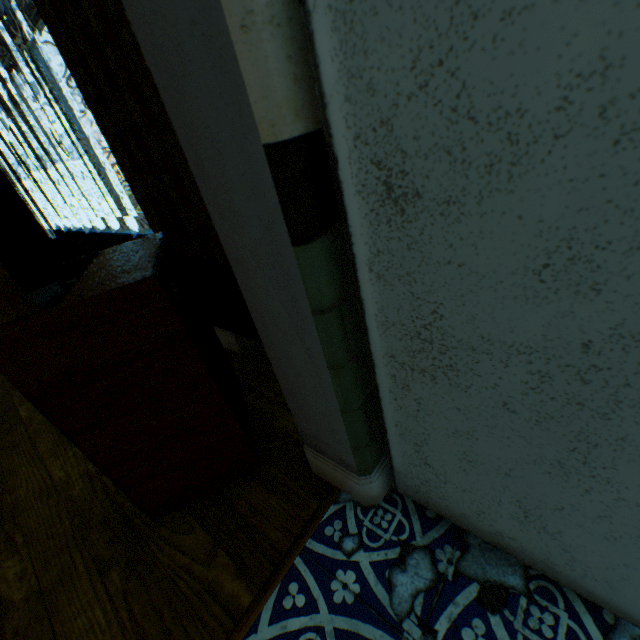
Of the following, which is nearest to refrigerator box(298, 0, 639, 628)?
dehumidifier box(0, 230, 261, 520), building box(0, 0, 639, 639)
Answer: building box(0, 0, 639, 639)

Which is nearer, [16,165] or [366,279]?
[366,279]

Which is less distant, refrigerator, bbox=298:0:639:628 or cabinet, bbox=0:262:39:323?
refrigerator, bbox=298:0:639:628

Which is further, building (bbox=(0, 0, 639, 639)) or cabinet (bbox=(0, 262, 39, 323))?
cabinet (bbox=(0, 262, 39, 323))

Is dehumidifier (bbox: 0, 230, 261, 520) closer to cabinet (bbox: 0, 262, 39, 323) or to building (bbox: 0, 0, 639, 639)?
building (bbox: 0, 0, 639, 639)

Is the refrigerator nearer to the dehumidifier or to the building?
the building

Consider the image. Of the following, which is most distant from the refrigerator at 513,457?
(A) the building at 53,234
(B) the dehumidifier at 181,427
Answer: (B) the dehumidifier at 181,427

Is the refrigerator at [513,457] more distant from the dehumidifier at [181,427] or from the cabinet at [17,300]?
the cabinet at [17,300]
